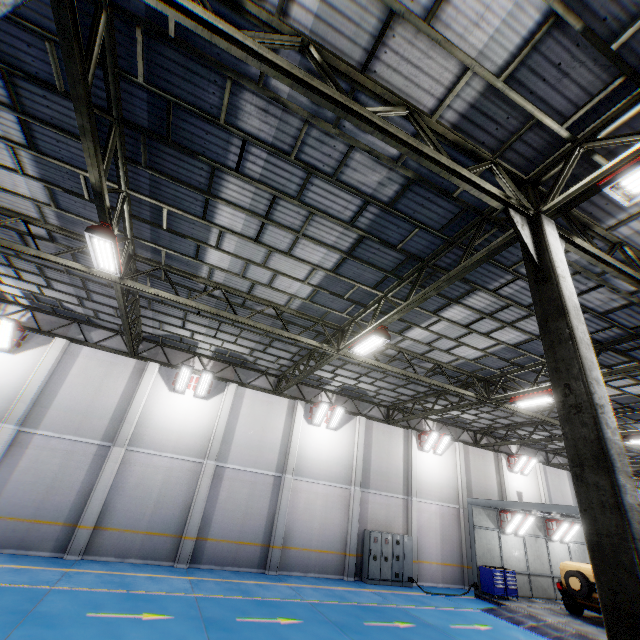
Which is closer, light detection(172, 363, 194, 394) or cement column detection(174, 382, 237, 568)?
cement column detection(174, 382, 237, 568)

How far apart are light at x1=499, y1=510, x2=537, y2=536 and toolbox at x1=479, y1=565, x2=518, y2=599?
1.63m

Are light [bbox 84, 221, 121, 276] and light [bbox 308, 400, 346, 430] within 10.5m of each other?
no

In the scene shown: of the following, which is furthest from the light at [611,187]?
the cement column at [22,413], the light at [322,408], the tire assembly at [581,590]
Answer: the cement column at [22,413]

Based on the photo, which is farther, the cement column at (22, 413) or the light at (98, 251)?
the cement column at (22, 413)

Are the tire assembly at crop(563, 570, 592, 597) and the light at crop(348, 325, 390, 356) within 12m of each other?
no

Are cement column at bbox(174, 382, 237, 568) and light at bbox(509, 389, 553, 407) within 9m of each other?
no

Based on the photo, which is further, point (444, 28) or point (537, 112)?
point (537, 112)
